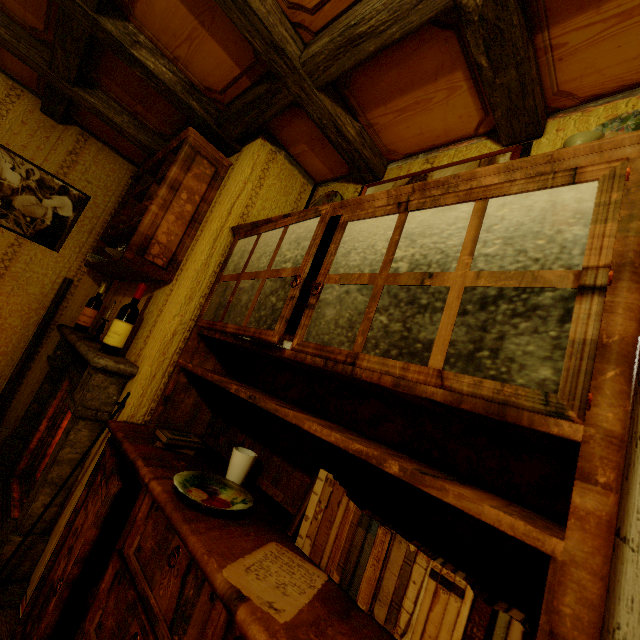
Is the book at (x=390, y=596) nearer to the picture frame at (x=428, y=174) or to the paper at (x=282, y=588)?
the paper at (x=282, y=588)

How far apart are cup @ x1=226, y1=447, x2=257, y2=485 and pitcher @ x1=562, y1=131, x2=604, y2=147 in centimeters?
147cm

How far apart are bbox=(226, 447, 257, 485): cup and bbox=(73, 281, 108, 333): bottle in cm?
215

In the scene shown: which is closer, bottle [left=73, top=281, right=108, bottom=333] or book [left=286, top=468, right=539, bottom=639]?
book [left=286, top=468, right=539, bottom=639]

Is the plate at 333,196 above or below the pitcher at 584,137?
above

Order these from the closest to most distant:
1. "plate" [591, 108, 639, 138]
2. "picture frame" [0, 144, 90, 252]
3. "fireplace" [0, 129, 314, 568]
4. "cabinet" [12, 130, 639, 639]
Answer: "cabinet" [12, 130, 639, 639] → "plate" [591, 108, 639, 138] → "fireplace" [0, 129, 314, 568] → "picture frame" [0, 144, 90, 252]

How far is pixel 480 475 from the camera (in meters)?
0.98

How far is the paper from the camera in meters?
0.7
